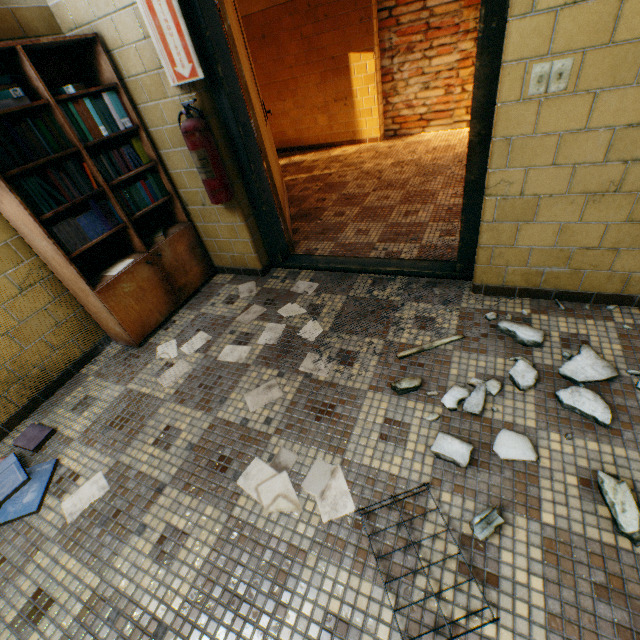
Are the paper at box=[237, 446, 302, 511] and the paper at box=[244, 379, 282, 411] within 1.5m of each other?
yes

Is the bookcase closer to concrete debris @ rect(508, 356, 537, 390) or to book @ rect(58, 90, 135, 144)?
book @ rect(58, 90, 135, 144)

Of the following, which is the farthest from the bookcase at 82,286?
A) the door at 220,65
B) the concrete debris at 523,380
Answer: the concrete debris at 523,380

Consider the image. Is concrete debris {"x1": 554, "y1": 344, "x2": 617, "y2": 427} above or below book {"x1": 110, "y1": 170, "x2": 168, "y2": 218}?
below

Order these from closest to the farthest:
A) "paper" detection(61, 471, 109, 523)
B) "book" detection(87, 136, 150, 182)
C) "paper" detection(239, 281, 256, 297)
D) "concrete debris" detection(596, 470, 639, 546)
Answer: "concrete debris" detection(596, 470, 639, 546) → "paper" detection(61, 471, 109, 523) → "book" detection(87, 136, 150, 182) → "paper" detection(239, 281, 256, 297)

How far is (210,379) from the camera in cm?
211

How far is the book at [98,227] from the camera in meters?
2.0

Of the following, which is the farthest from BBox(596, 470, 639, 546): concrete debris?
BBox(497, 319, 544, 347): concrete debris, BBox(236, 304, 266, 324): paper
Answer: BBox(236, 304, 266, 324): paper
